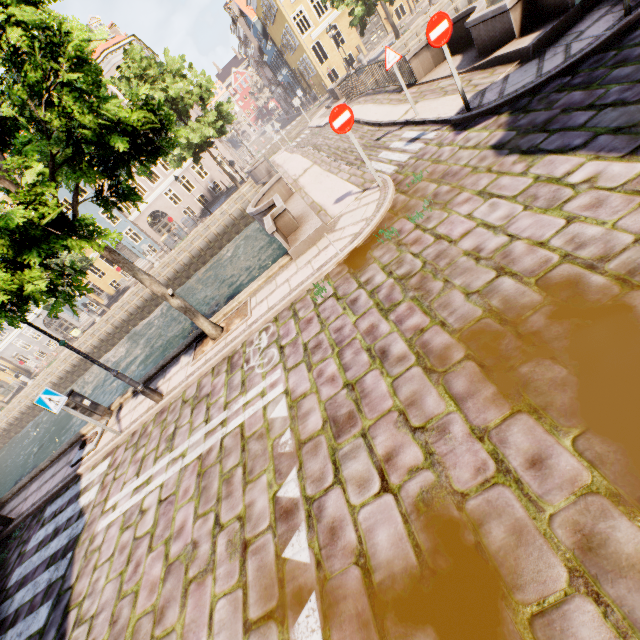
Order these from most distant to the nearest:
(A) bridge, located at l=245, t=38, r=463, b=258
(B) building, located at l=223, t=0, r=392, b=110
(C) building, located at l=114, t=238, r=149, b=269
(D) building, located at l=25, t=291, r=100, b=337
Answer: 1. (D) building, located at l=25, t=291, r=100, b=337
2. (C) building, located at l=114, t=238, r=149, b=269
3. (B) building, located at l=223, t=0, r=392, b=110
4. (A) bridge, located at l=245, t=38, r=463, b=258

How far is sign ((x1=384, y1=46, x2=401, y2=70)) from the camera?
8.4 meters

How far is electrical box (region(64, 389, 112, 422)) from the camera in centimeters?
862cm

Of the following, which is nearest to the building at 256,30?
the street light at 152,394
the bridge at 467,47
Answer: the bridge at 467,47

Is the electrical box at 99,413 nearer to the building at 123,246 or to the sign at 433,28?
the sign at 433,28

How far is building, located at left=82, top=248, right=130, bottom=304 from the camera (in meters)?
34.94

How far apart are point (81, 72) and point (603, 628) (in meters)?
8.26

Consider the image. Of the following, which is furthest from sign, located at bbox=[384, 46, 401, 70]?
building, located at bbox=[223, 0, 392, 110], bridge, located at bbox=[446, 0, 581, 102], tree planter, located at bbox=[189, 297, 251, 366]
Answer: building, located at bbox=[223, 0, 392, 110]
